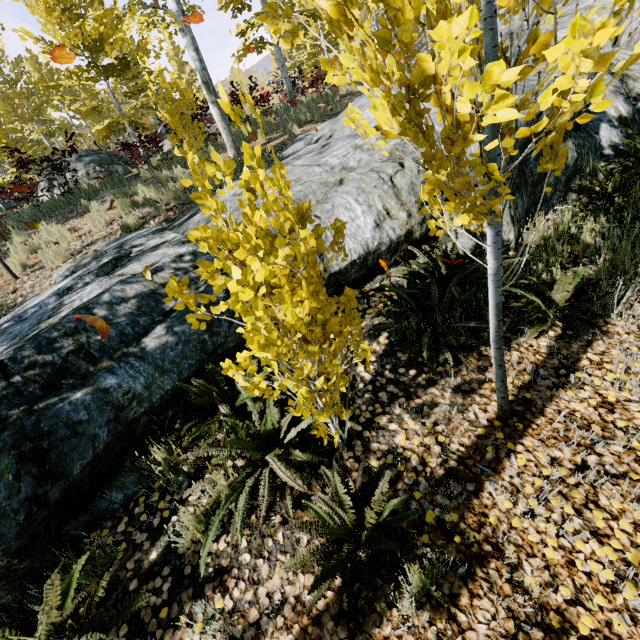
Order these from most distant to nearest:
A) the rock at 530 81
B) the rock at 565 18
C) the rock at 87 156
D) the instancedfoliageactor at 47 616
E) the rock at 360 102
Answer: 1. the rock at 87 156
2. the rock at 360 102
3. the rock at 565 18
4. the rock at 530 81
5. the instancedfoliageactor at 47 616

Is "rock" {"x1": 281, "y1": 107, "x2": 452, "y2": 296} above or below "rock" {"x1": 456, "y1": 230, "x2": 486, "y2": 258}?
above

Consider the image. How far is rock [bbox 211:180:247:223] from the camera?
4.0 meters

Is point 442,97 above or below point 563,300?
above

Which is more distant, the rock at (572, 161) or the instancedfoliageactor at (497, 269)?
the rock at (572, 161)

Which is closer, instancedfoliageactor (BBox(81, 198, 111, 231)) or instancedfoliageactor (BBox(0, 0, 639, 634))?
instancedfoliageactor (BBox(0, 0, 639, 634))
